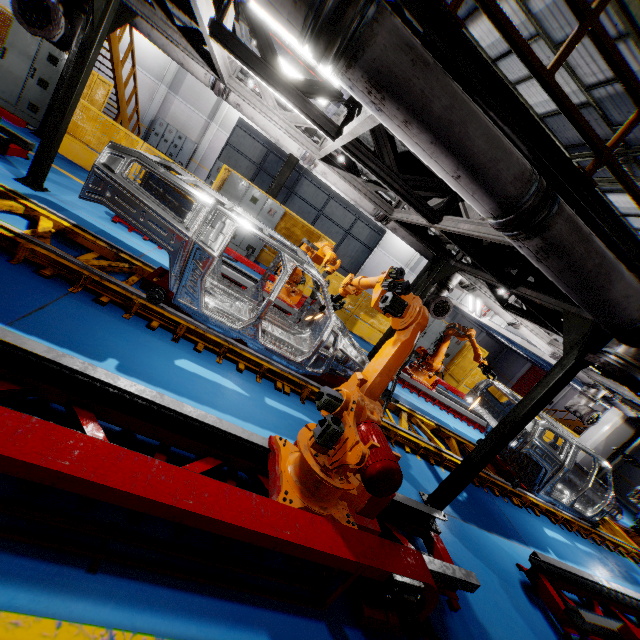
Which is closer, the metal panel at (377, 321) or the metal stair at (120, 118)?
the metal stair at (120, 118)

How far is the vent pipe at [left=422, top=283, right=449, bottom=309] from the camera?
8.01m

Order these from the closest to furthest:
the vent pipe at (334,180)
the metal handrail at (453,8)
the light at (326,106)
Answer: the metal handrail at (453,8)
the light at (326,106)
the vent pipe at (334,180)

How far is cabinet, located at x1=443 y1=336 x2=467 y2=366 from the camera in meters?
14.2

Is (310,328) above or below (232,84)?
below

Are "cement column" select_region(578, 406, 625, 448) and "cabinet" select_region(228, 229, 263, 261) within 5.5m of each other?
no

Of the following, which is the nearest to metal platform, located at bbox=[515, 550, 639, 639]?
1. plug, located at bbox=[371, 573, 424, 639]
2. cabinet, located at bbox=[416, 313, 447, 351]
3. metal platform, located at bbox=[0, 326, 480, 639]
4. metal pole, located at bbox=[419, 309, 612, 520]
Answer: metal pole, located at bbox=[419, 309, 612, 520]

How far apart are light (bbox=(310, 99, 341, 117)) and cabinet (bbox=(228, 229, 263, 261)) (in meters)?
6.15
